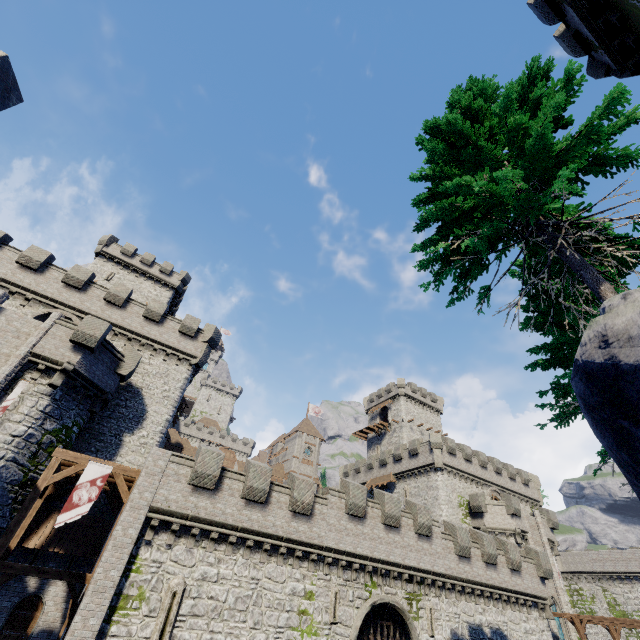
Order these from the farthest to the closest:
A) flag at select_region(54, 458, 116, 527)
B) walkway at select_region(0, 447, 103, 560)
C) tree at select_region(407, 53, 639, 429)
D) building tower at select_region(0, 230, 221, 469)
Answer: building tower at select_region(0, 230, 221, 469)
flag at select_region(54, 458, 116, 527)
walkway at select_region(0, 447, 103, 560)
tree at select_region(407, 53, 639, 429)

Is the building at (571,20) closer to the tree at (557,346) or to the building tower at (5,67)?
the tree at (557,346)

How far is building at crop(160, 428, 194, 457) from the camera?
53.5m

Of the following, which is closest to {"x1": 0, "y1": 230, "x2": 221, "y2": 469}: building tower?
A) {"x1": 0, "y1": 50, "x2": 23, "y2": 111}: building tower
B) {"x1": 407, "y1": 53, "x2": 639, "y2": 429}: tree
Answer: {"x1": 0, "y1": 50, "x2": 23, "y2": 111}: building tower

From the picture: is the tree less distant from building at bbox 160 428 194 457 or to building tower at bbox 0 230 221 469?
building tower at bbox 0 230 221 469

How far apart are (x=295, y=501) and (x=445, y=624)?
13.4m

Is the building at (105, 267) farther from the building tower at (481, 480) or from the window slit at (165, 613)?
the building tower at (481, 480)
